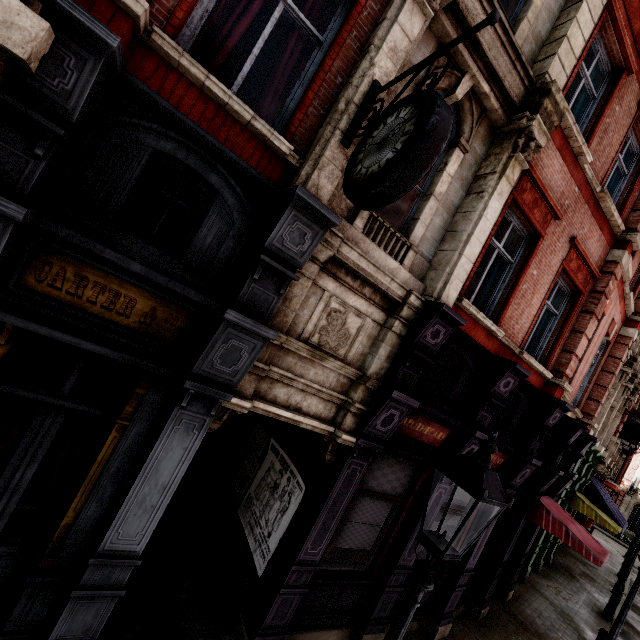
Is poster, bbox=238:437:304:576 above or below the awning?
below

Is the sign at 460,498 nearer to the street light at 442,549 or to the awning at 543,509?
the awning at 543,509

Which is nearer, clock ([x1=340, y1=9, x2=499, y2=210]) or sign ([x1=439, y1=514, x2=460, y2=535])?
clock ([x1=340, y1=9, x2=499, y2=210])

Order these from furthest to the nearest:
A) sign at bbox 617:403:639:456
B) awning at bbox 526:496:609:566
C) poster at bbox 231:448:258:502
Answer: sign at bbox 617:403:639:456
awning at bbox 526:496:609:566
poster at bbox 231:448:258:502

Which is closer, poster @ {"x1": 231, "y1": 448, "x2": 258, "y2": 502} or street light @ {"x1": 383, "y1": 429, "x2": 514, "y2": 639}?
street light @ {"x1": 383, "y1": 429, "x2": 514, "y2": 639}

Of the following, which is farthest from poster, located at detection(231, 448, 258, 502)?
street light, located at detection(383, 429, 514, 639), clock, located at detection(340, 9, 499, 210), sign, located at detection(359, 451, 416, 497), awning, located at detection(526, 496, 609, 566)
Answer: awning, located at detection(526, 496, 609, 566)

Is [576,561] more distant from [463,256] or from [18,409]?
[18,409]

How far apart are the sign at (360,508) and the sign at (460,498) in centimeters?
130cm
